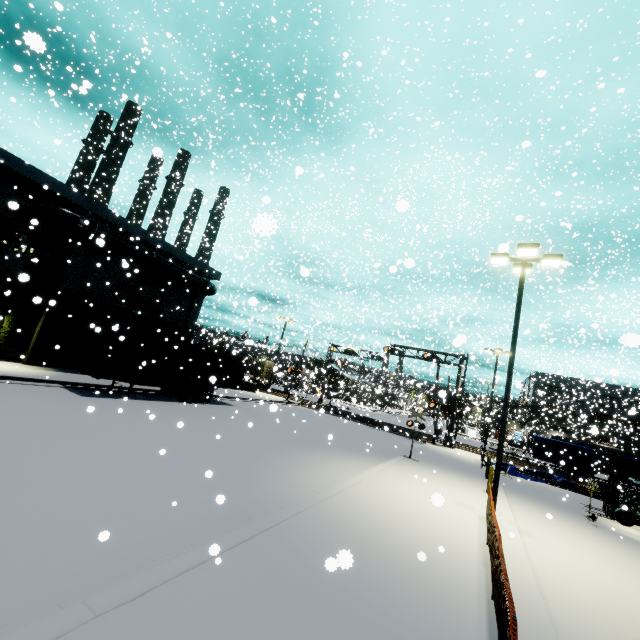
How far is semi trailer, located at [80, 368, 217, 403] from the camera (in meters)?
16.72

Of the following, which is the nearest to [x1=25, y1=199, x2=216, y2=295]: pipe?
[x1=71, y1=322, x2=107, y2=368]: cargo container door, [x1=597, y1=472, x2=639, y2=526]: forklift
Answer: [x1=71, y1=322, x2=107, y2=368]: cargo container door

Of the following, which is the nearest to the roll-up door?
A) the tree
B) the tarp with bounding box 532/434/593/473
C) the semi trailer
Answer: the tree

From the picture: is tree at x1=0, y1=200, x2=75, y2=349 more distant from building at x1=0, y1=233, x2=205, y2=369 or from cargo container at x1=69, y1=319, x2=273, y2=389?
cargo container at x1=69, y1=319, x2=273, y2=389

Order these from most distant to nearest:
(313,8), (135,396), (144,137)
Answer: (144,137), (313,8), (135,396)

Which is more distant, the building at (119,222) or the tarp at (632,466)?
the tarp at (632,466)

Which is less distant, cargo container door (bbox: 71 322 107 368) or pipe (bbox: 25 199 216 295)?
cargo container door (bbox: 71 322 107 368)

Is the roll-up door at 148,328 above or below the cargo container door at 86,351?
above
